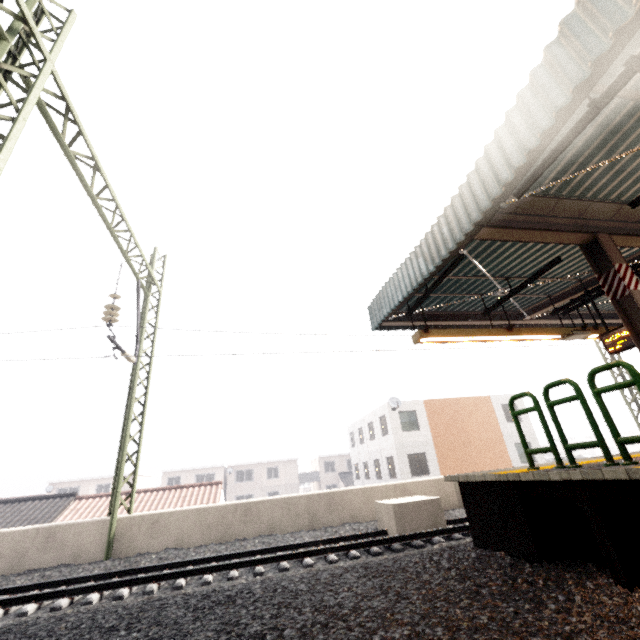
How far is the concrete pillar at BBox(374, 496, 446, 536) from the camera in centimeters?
792cm

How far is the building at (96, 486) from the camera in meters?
37.9 m

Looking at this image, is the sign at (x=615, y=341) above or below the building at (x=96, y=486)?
above

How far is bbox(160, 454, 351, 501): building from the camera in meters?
41.2

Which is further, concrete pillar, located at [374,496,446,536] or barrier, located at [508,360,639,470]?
concrete pillar, located at [374,496,446,536]

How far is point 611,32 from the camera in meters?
3.2 m

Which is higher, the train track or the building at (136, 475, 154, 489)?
the building at (136, 475, 154, 489)

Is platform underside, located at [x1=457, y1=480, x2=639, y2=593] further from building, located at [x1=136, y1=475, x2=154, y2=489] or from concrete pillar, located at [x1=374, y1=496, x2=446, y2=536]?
building, located at [x1=136, y1=475, x2=154, y2=489]
